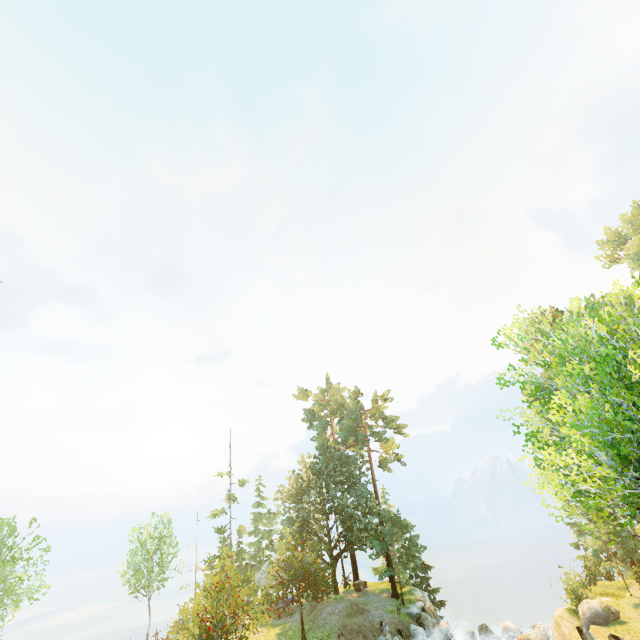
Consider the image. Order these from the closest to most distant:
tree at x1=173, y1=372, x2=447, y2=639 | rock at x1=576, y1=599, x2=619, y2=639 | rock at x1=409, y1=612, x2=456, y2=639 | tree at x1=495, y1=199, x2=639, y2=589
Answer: tree at x1=495, y1=199, x2=639, y2=589
rock at x1=576, y1=599, x2=619, y2=639
tree at x1=173, y1=372, x2=447, y2=639
rock at x1=409, y1=612, x2=456, y2=639

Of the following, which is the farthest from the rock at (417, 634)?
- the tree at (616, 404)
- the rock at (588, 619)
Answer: the tree at (616, 404)

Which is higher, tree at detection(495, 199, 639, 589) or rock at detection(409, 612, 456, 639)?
tree at detection(495, 199, 639, 589)

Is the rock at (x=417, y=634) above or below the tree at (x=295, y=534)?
below

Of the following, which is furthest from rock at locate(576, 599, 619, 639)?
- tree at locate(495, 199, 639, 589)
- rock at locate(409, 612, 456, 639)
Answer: tree at locate(495, 199, 639, 589)

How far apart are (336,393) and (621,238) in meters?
43.8

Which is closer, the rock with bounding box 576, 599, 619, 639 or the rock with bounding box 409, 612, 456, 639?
the rock with bounding box 576, 599, 619, 639

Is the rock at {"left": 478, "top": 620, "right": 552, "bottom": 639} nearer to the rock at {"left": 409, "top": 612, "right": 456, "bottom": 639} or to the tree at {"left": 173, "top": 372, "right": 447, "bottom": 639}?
the rock at {"left": 409, "top": 612, "right": 456, "bottom": 639}
